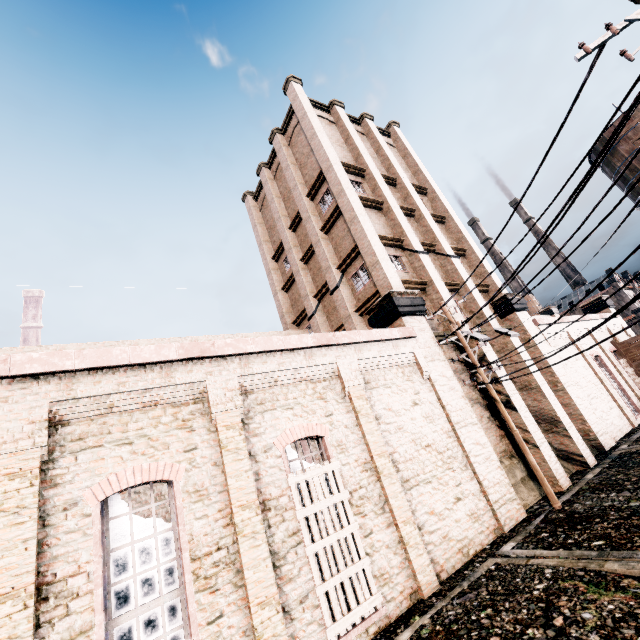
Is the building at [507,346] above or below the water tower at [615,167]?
below

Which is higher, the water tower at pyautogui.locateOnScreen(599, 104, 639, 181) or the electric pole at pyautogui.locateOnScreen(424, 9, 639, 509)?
the water tower at pyautogui.locateOnScreen(599, 104, 639, 181)

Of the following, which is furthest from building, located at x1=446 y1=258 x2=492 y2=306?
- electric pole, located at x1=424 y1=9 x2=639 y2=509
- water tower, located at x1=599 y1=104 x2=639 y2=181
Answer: water tower, located at x1=599 y1=104 x2=639 y2=181

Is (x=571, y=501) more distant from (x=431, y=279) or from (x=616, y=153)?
(x=616, y=153)

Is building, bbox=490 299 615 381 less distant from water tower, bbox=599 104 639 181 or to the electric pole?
the electric pole

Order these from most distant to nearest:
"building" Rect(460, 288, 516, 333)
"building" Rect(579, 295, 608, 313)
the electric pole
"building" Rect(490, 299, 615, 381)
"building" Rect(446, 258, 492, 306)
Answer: "building" Rect(579, 295, 608, 313)
"building" Rect(446, 258, 492, 306)
"building" Rect(460, 288, 516, 333)
"building" Rect(490, 299, 615, 381)
the electric pole
